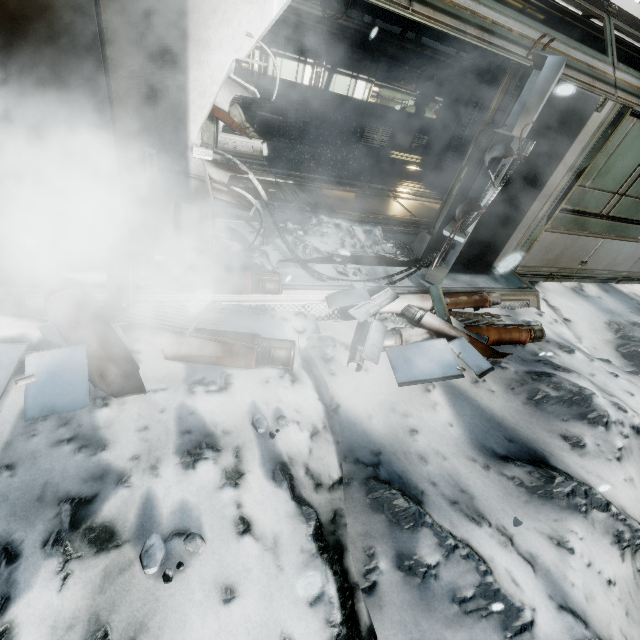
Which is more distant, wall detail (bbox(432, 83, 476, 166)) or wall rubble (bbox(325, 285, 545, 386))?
wall detail (bbox(432, 83, 476, 166))

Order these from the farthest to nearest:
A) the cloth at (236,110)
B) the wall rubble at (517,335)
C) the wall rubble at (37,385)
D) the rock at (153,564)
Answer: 1. the cloth at (236,110)
2. the wall rubble at (517,335)
3. the wall rubble at (37,385)
4. the rock at (153,564)

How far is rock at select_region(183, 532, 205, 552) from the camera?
1.73m

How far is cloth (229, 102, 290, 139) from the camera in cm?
941

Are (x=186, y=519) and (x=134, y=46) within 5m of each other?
yes

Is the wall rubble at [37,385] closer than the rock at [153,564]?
No

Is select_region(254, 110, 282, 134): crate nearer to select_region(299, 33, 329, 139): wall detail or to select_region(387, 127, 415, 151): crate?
select_region(299, 33, 329, 139): wall detail

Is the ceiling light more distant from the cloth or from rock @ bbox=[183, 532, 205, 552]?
rock @ bbox=[183, 532, 205, 552]
